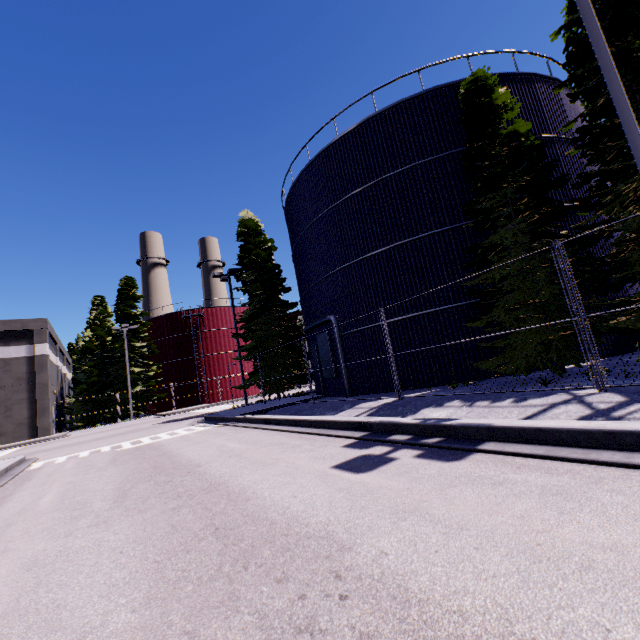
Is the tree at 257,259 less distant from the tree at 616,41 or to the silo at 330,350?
the silo at 330,350

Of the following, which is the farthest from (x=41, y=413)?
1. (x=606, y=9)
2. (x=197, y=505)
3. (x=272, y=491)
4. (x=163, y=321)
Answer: (x=606, y=9)

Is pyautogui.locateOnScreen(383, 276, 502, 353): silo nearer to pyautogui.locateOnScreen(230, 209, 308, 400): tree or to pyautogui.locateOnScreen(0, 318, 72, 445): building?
pyautogui.locateOnScreen(0, 318, 72, 445): building

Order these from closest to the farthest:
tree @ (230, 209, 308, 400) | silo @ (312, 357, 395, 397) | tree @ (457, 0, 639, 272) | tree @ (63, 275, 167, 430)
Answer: tree @ (457, 0, 639, 272) → silo @ (312, 357, 395, 397) → tree @ (230, 209, 308, 400) → tree @ (63, 275, 167, 430)

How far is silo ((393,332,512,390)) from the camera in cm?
1197

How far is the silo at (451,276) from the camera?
12.95m

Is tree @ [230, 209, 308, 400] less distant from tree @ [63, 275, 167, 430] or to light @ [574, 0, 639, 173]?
tree @ [63, 275, 167, 430]
